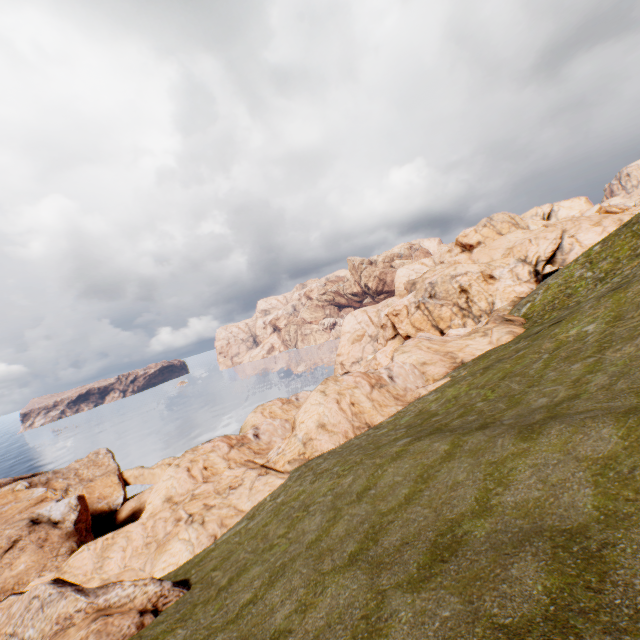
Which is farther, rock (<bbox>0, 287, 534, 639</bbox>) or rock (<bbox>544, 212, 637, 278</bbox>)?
rock (<bbox>544, 212, 637, 278</bbox>)

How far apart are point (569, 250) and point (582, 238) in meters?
2.6 m

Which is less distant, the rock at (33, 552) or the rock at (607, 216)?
the rock at (33, 552)

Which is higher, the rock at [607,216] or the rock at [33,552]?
the rock at [607,216]

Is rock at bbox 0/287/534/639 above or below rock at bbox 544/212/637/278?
below
